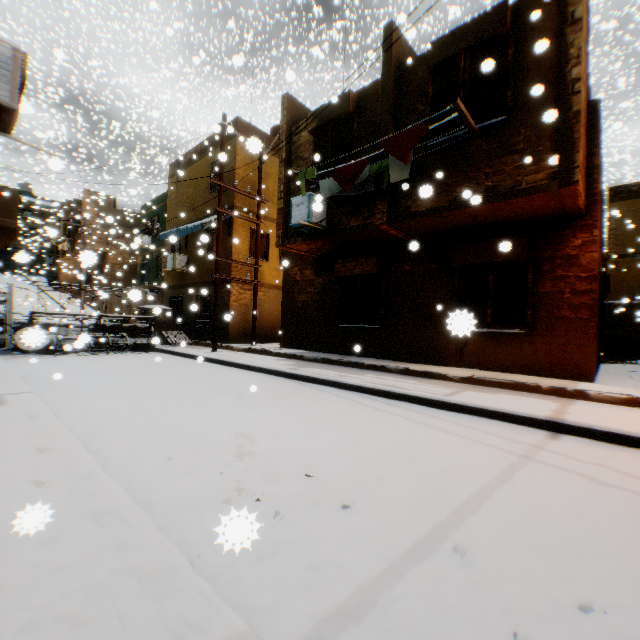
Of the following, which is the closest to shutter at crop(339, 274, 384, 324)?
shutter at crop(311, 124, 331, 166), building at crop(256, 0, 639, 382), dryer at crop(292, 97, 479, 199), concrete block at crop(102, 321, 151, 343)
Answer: building at crop(256, 0, 639, 382)

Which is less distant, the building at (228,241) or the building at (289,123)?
the building at (289,123)

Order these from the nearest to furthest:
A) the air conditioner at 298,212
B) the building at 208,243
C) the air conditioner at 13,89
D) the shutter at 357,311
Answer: the air conditioner at 13,89, the air conditioner at 298,212, the shutter at 357,311, the building at 208,243

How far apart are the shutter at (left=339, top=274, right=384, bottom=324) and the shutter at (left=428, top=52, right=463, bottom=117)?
3.6 meters

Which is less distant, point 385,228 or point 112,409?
point 112,409

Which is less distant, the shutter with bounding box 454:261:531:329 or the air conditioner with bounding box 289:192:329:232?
the shutter with bounding box 454:261:531:329

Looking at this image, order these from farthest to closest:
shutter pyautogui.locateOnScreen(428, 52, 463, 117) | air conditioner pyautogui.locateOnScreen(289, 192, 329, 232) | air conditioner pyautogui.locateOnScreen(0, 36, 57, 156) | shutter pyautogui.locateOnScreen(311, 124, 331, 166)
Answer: shutter pyautogui.locateOnScreen(311, 124, 331, 166)
air conditioner pyautogui.locateOnScreen(289, 192, 329, 232)
shutter pyautogui.locateOnScreen(428, 52, 463, 117)
air conditioner pyautogui.locateOnScreen(0, 36, 57, 156)

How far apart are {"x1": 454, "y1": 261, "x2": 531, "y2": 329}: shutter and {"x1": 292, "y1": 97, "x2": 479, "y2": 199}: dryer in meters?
2.5
